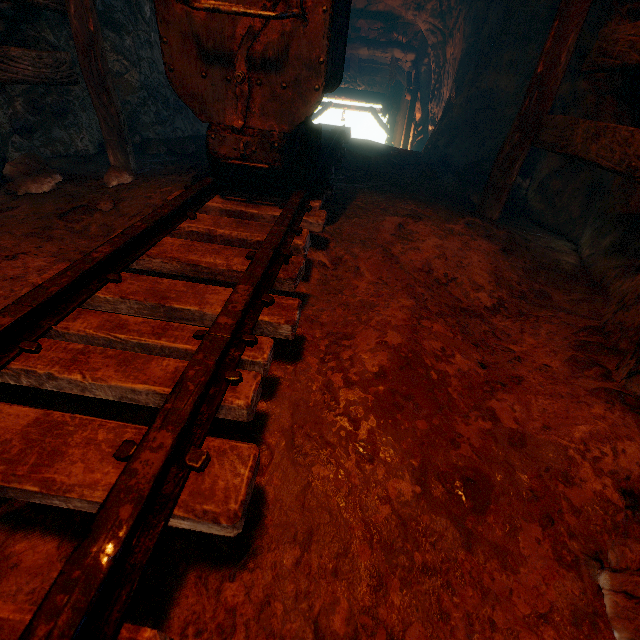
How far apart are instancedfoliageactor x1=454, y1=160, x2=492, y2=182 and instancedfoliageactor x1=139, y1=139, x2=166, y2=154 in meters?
4.5

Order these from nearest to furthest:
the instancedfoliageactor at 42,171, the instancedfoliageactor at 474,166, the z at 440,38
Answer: the instancedfoliageactor at 42,171 < the instancedfoliageactor at 474,166 < the z at 440,38

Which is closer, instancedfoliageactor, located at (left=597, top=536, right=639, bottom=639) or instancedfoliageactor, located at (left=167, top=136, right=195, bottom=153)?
instancedfoliageactor, located at (left=597, top=536, right=639, bottom=639)

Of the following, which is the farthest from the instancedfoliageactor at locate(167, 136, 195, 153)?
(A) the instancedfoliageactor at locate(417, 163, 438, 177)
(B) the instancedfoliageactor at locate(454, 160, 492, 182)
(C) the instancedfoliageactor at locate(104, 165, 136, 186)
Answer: (B) the instancedfoliageactor at locate(454, 160, 492, 182)

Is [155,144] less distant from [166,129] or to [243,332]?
[166,129]

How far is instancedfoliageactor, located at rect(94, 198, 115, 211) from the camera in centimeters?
271cm

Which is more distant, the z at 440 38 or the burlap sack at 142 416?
the z at 440 38

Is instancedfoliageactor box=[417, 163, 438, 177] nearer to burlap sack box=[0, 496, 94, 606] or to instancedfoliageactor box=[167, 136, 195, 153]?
burlap sack box=[0, 496, 94, 606]
